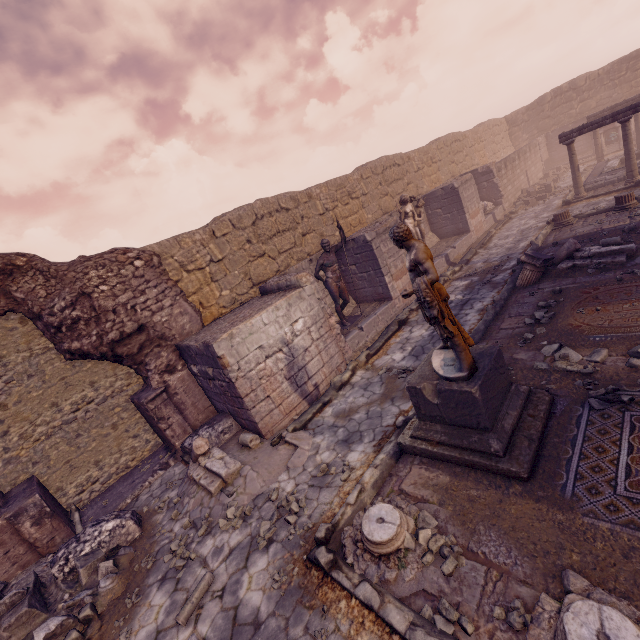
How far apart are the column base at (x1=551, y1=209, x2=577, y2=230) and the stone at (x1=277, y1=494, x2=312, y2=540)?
12.67m

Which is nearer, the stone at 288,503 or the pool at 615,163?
the stone at 288,503

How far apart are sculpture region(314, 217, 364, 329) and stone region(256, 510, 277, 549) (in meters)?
5.67

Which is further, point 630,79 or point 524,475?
point 630,79

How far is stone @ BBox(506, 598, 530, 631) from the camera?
2.8m

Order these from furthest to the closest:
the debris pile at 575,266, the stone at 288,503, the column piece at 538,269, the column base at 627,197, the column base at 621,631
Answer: the column base at 627,197 < the column piece at 538,269 < the debris pile at 575,266 < the stone at 288,503 < the column base at 621,631

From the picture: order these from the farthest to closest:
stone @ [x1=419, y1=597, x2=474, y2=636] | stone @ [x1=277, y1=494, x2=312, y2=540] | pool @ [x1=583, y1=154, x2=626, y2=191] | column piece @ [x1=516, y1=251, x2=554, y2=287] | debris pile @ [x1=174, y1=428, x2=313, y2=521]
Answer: pool @ [x1=583, y1=154, x2=626, y2=191] < column piece @ [x1=516, y1=251, x2=554, y2=287] < debris pile @ [x1=174, y1=428, x2=313, y2=521] < stone @ [x1=277, y1=494, x2=312, y2=540] < stone @ [x1=419, y1=597, x2=474, y2=636]

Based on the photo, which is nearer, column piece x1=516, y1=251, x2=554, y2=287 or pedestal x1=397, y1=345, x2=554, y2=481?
pedestal x1=397, y1=345, x2=554, y2=481
